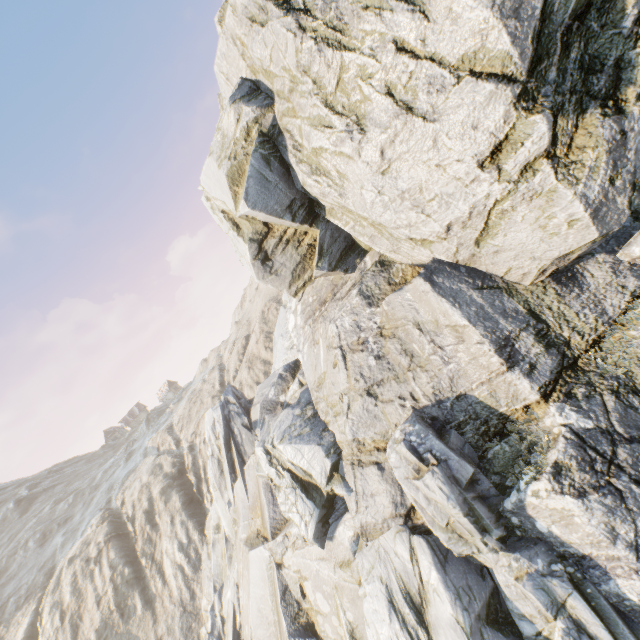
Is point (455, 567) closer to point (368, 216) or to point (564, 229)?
point (564, 229)
